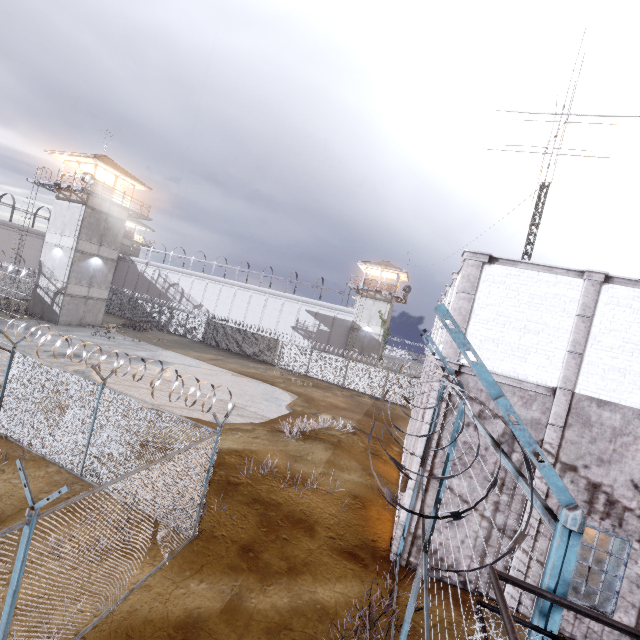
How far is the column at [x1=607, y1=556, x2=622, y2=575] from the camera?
9.22m

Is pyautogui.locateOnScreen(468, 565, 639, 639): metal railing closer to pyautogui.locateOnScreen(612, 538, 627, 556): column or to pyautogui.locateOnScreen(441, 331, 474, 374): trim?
pyautogui.locateOnScreen(441, 331, 474, 374): trim

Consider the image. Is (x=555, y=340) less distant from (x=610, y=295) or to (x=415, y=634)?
(x=610, y=295)

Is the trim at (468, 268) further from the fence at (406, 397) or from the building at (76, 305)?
the building at (76, 305)

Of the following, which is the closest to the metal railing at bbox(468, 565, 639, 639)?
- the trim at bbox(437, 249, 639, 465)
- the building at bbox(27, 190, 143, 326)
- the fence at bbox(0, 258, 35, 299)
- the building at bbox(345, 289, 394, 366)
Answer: the fence at bbox(0, 258, 35, 299)

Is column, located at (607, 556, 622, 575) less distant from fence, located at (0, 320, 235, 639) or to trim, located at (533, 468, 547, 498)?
trim, located at (533, 468, 547, 498)

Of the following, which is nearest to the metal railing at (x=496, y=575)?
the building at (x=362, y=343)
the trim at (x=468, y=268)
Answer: the trim at (x=468, y=268)

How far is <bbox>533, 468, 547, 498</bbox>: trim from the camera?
8.49m
